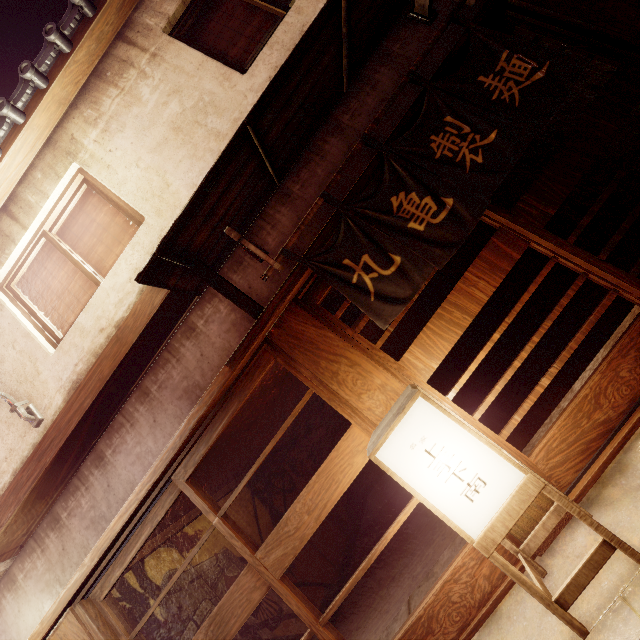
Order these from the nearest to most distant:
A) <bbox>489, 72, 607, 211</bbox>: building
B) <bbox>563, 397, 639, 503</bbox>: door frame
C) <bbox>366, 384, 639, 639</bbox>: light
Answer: <bbox>366, 384, 639, 639</bbox>: light
<bbox>563, 397, 639, 503</bbox>: door frame
<bbox>489, 72, 607, 211</bbox>: building

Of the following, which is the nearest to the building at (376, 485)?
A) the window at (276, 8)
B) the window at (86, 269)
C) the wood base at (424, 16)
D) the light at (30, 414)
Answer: the light at (30, 414)

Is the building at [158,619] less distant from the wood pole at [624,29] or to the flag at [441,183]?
the flag at [441,183]

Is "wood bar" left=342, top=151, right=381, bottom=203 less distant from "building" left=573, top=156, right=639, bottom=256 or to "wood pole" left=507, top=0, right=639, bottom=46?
"wood pole" left=507, top=0, right=639, bottom=46

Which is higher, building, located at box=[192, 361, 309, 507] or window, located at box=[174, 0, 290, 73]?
window, located at box=[174, 0, 290, 73]

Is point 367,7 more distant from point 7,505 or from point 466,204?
point 7,505

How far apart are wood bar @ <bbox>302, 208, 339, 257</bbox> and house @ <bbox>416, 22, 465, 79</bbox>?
0.2m

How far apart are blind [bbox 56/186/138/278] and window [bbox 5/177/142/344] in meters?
0.0 m
